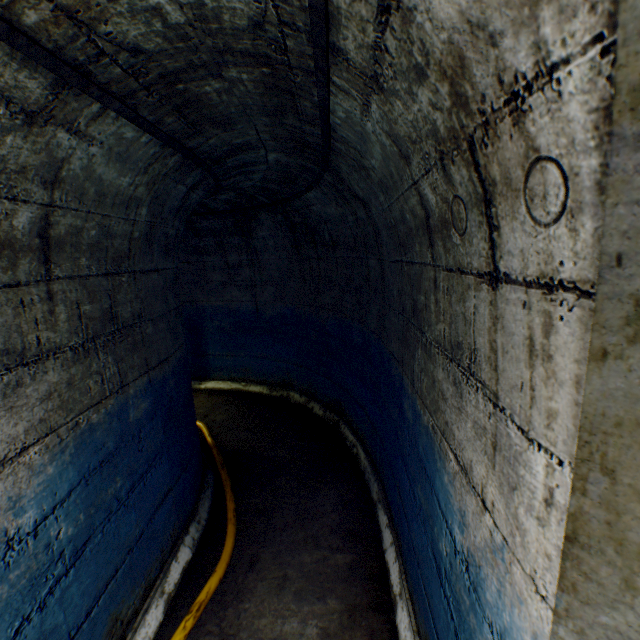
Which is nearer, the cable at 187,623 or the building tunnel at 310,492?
the building tunnel at 310,492

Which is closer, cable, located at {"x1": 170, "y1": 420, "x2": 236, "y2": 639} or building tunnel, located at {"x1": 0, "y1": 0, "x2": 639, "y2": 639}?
building tunnel, located at {"x1": 0, "y1": 0, "x2": 639, "y2": 639}

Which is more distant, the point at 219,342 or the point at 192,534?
the point at 219,342
